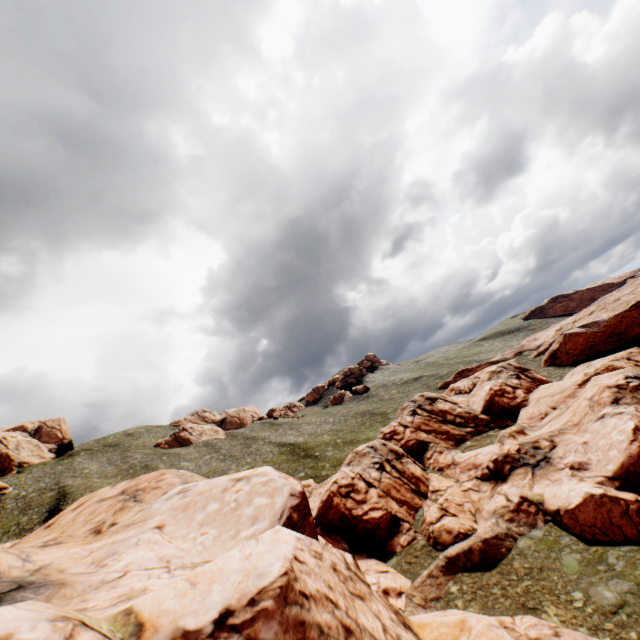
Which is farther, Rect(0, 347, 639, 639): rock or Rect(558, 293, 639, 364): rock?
Rect(558, 293, 639, 364): rock

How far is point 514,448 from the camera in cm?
3388

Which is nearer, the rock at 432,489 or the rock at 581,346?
the rock at 432,489
